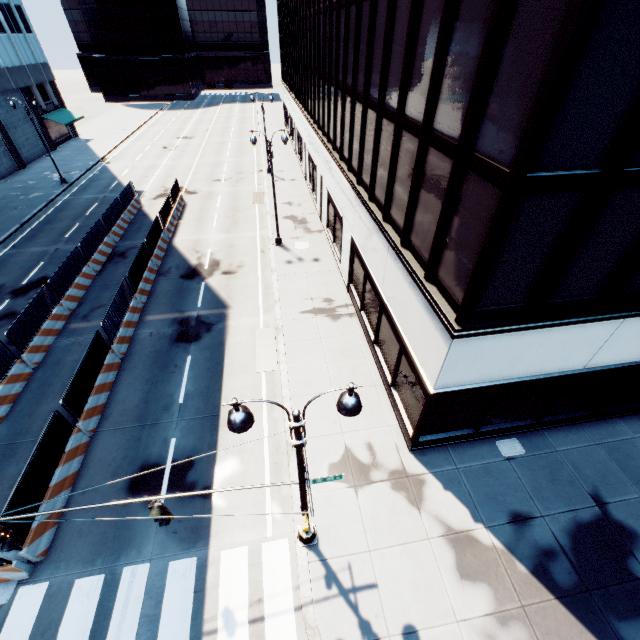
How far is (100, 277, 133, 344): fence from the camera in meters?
14.9 m

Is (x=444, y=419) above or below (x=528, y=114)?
below

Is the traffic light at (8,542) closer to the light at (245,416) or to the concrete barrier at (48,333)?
the light at (245,416)

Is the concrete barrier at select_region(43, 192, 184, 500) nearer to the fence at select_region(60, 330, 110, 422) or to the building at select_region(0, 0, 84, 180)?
the fence at select_region(60, 330, 110, 422)

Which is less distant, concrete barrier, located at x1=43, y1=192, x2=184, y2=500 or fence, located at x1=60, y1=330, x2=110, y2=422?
concrete barrier, located at x1=43, y1=192, x2=184, y2=500

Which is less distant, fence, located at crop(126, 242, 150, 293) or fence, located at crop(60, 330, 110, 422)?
fence, located at crop(60, 330, 110, 422)

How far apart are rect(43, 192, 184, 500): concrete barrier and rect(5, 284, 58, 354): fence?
0.01m

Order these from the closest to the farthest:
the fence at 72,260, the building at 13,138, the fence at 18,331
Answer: the fence at 18,331, the fence at 72,260, the building at 13,138
